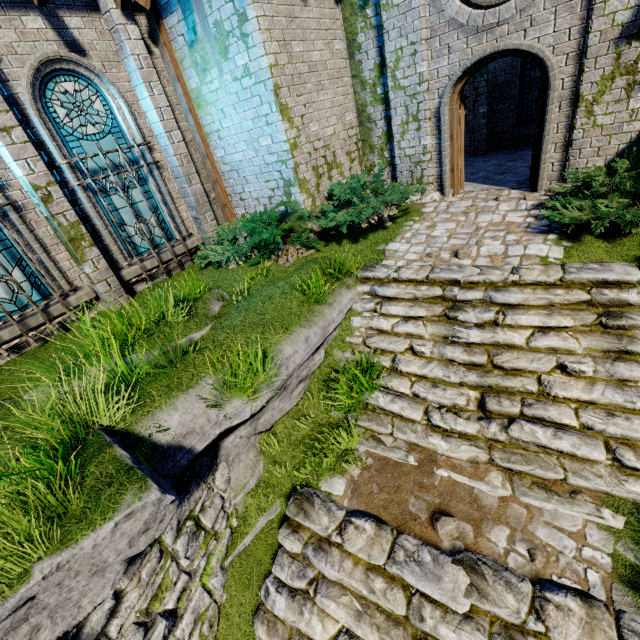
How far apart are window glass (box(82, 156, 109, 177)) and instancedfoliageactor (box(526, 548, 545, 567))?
9.15m

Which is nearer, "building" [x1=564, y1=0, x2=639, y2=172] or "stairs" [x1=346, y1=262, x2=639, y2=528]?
"stairs" [x1=346, y1=262, x2=639, y2=528]

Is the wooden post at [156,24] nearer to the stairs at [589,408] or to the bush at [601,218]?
the stairs at [589,408]

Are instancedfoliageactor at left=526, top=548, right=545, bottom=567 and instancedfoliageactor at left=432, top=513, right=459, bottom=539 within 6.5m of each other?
yes

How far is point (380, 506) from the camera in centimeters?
468cm

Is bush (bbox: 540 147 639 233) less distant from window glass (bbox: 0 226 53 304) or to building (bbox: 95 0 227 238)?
building (bbox: 95 0 227 238)

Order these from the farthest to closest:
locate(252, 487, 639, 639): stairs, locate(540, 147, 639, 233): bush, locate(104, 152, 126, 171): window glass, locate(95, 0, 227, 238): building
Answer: locate(104, 152, 126, 171): window glass, locate(95, 0, 227, 238): building, locate(540, 147, 639, 233): bush, locate(252, 487, 639, 639): stairs

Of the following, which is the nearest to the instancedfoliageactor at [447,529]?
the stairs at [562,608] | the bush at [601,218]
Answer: the stairs at [562,608]
